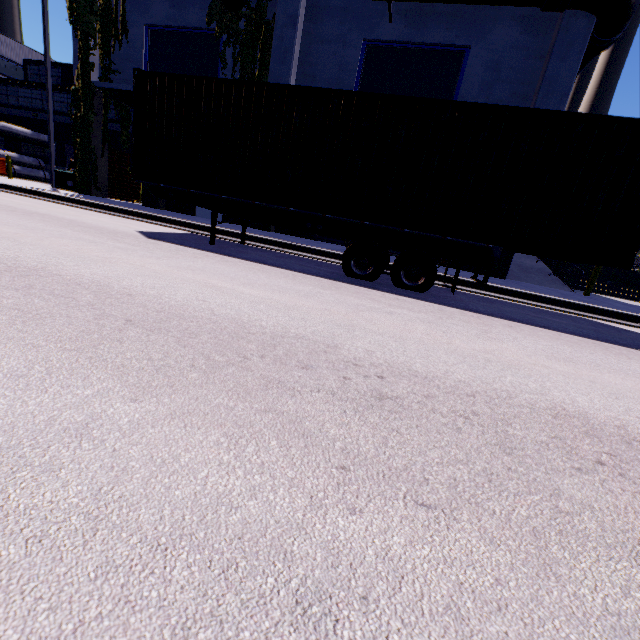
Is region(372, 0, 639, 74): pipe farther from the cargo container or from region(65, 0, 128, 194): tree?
region(65, 0, 128, 194): tree

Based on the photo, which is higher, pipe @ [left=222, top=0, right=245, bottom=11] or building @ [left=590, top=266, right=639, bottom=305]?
pipe @ [left=222, top=0, right=245, bottom=11]

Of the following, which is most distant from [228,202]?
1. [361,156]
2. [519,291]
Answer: [519,291]

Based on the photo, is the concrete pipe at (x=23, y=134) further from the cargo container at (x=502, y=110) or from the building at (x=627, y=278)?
the cargo container at (x=502, y=110)

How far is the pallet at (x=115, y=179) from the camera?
18.5m

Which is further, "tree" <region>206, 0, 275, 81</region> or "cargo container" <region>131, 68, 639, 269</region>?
"tree" <region>206, 0, 275, 81</region>

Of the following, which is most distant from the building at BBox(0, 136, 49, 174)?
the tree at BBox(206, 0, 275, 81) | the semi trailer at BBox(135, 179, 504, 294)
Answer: the semi trailer at BBox(135, 179, 504, 294)
